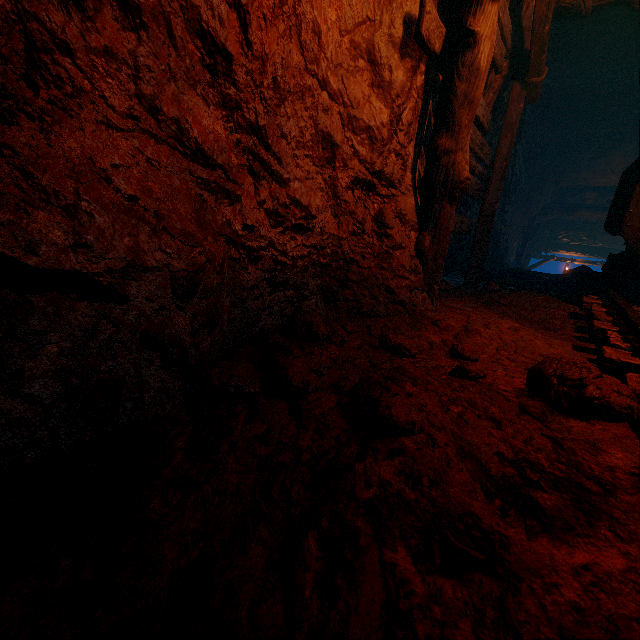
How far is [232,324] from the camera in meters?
2.1

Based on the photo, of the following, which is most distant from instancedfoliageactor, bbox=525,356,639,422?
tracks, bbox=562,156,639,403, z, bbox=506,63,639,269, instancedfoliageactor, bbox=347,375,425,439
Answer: z, bbox=506,63,639,269

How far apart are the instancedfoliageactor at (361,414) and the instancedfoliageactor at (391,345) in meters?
0.7

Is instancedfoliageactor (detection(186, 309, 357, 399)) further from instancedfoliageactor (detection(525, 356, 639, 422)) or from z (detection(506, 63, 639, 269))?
z (detection(506, 63, 639, 269))

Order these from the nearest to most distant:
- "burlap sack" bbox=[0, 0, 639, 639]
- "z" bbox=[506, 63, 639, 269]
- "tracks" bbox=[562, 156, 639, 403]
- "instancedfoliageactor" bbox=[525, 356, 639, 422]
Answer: "burlap sack" bbox=[0, 0, 639, 639]
"instancedfoliageactor" bbox=[525, 356, 639, 422]
"tracks" bbox=[562, 156, 639, 403]
"z" bbox=[506, 63, 639, 269]

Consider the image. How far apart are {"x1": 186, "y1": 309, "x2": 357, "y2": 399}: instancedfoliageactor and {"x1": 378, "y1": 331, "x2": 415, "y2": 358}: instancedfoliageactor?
0.35m

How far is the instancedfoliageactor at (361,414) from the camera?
1.1m

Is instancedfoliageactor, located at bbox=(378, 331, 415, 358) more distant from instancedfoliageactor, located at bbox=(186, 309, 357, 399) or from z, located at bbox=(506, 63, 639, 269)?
z, located at bbox=(506, 63, 639, 269)
